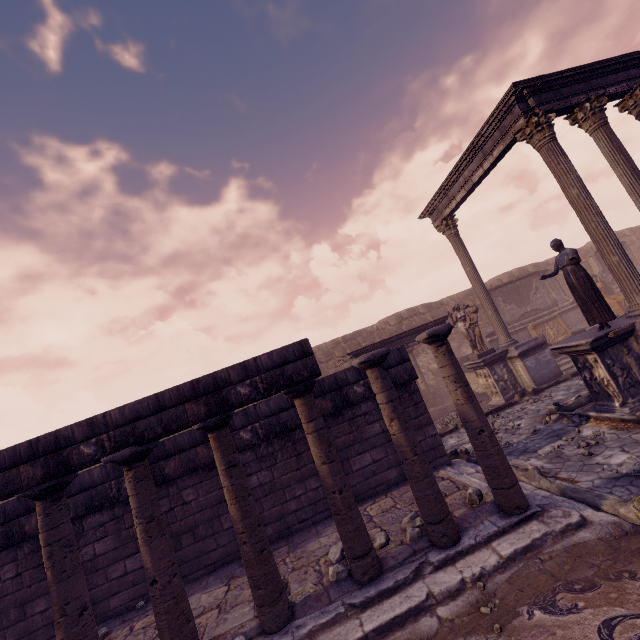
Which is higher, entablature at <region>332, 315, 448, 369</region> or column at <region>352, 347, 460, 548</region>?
entablature at <region>332, 315, 448, 369</region>

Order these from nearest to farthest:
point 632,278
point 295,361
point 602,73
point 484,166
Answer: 1. point 295,361
2. point 632,278
3. point 602,73
4. point 484,166

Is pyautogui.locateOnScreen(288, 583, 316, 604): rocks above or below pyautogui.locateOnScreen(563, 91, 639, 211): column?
below

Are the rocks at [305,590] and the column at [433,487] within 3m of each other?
yes

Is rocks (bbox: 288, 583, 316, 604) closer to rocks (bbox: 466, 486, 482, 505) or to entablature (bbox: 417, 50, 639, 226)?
rocks (bbox: 466, 486, 482, 505)

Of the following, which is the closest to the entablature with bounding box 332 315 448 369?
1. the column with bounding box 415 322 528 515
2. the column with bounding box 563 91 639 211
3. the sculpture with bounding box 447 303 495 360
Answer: the sculpture with bounding box 447 303 495 360

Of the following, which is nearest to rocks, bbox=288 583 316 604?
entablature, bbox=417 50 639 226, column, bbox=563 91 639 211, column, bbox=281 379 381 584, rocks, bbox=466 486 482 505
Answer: column, bbox=281 379 381 584

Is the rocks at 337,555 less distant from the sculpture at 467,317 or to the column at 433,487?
the column at 433,487
